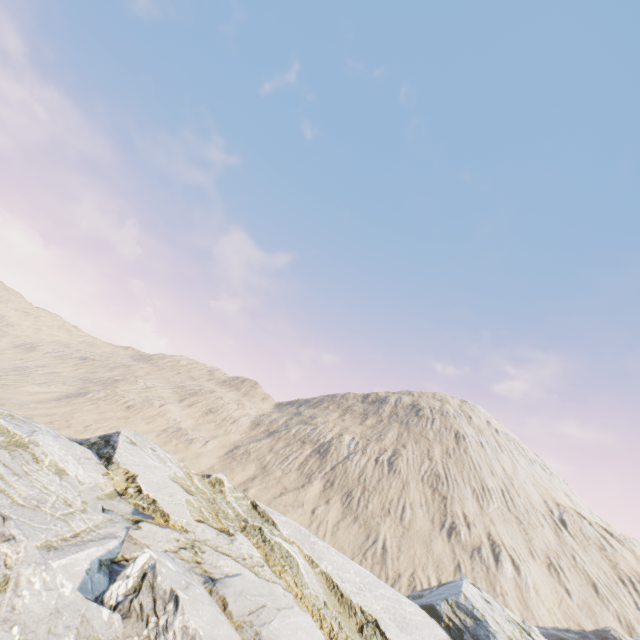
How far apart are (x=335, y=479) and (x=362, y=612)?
43.9 meters
